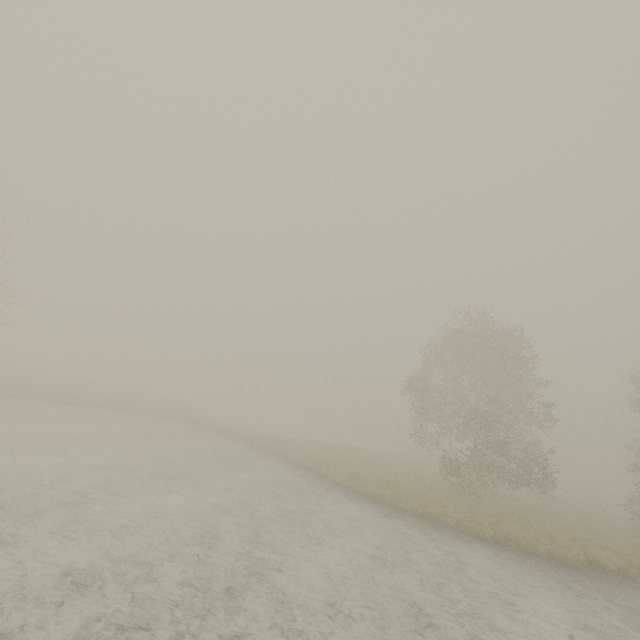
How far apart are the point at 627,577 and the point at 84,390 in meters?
37.8
